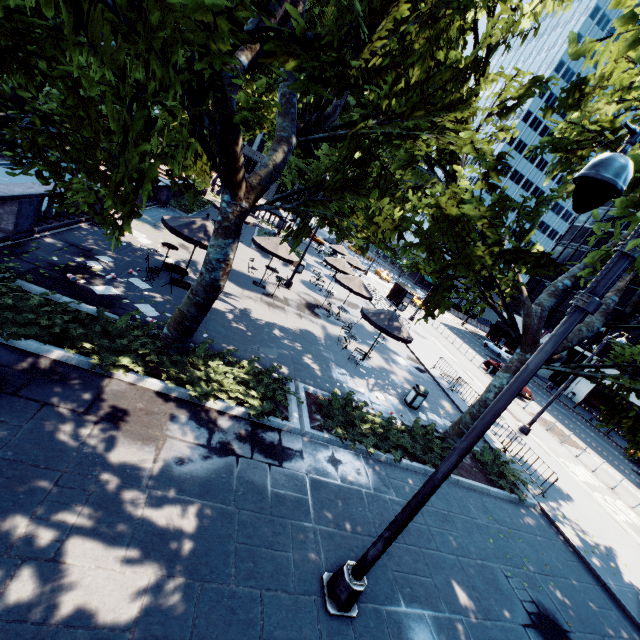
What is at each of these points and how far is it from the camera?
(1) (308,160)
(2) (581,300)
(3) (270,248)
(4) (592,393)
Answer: (1) tree, 11.05m
(2) light, 3.74m
(3) umbrella, 16.81m
(4) building, 40.88m

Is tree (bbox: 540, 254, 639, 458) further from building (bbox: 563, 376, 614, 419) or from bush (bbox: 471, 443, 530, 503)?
building (bbox: 563, 376, 614, 419)

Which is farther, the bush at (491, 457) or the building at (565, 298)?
the building at (565, 298)

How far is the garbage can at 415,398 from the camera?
13.81m

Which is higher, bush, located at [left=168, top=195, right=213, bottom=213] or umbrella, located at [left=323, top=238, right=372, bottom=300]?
umbrella, located at [left=323, top=238, right=372, bottom=300]

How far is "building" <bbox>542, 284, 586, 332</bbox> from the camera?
47.9m

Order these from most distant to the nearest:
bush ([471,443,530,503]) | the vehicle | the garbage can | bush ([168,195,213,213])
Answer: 1. the vehicle
2. bush ([168,195,213,213])
3. the garbage can
4. bush ([471,443,530,503])

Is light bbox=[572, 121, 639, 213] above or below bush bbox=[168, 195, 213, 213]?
above
